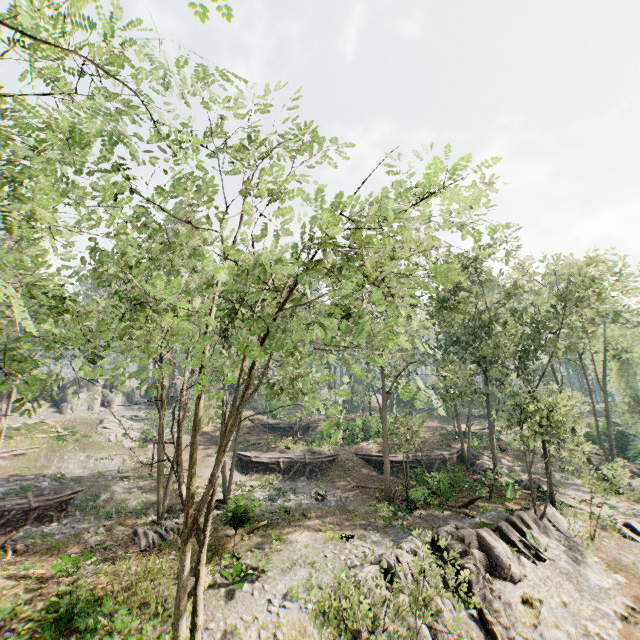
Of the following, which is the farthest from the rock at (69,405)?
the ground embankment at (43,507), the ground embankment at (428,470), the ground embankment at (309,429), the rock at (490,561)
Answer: the rock at (490,561)

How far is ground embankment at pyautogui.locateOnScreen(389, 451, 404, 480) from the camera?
30.95m

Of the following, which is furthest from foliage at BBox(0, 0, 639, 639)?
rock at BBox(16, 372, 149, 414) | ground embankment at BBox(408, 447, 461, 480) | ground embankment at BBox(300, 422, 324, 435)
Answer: ground embankment at BBox(300, 422, 324, 435)

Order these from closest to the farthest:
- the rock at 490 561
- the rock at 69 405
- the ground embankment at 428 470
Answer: the rock at 490 561 → the ground embankment at 428 470 → the rock at 69 405

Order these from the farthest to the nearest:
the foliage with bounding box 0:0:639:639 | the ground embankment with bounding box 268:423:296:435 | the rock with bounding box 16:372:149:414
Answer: the ground embankment with bounding box 268:423:296:435, the rock with bounding box 16:372:149:414, the foliage with bounding box 0:0:639:639

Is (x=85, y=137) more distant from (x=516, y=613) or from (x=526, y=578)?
(x=526, y=578)

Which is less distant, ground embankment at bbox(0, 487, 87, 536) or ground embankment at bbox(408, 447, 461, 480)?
ground embankment at bbox(0, 487, 87, 536)

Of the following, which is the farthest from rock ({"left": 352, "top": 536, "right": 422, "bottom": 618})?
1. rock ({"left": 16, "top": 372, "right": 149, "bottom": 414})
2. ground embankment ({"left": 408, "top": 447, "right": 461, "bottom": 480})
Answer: rock ({"left": 16, "top": 372, "right": 149, "bottom": 414})
